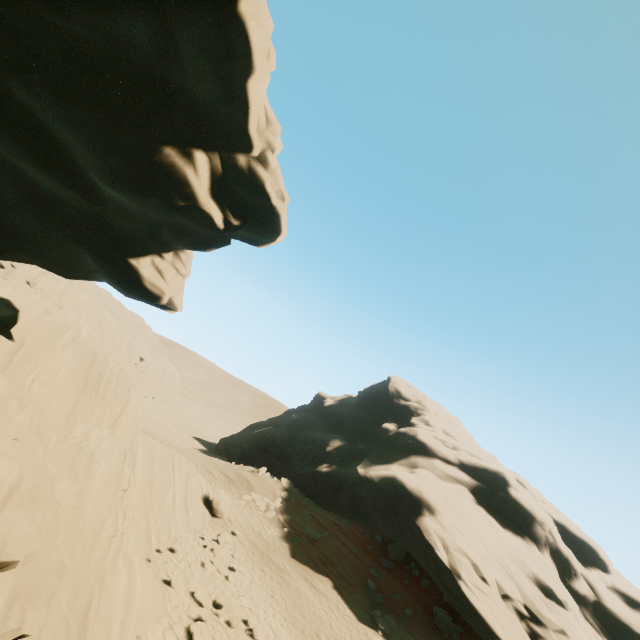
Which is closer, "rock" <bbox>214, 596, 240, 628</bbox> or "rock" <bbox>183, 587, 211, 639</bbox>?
"rock" <bbox>183, 587, 211, 639</bbox>

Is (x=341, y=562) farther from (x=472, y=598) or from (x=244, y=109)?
(x=244, y=109)

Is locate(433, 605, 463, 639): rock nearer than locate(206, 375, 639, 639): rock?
Yes

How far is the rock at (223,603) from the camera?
12.5 meters

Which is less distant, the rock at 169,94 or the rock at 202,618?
the rock at 169,94

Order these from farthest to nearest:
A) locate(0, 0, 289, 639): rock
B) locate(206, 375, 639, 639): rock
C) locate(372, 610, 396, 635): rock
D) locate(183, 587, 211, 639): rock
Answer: locate(206, 375, 639, 639): rock, locate(372, 610, 396, 635): rock, locate(183, 587, 211, 639): rock, locate(0, 0, 289, 639): rock

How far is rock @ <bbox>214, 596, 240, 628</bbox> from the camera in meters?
12.5 m
